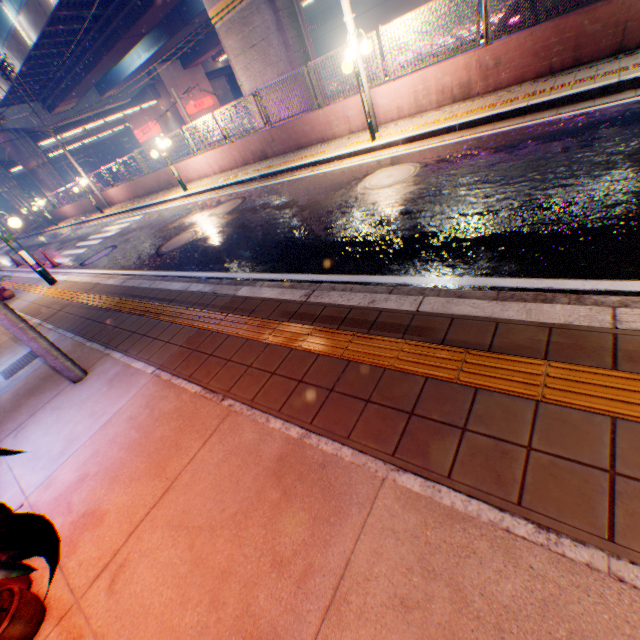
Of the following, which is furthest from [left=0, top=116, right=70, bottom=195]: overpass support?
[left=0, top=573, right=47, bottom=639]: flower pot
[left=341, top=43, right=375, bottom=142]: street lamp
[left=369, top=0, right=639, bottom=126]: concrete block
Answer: [left=0, top=573, right=47, bottom=639]: flower pot

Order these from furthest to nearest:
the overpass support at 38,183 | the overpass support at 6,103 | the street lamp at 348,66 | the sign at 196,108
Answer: the sign at 196,108, the overpass support at 38,183, the overpass support at 6,103, the street lamp at 348,66

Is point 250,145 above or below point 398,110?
above

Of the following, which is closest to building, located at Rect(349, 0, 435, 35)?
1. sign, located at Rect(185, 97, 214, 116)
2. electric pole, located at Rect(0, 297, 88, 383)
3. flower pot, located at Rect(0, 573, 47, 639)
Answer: sign, located at Rect(185, 97, 214, 116)

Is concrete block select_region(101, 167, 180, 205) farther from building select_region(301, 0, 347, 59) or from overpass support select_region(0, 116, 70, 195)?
building select_region(301, 0, 347, 59)

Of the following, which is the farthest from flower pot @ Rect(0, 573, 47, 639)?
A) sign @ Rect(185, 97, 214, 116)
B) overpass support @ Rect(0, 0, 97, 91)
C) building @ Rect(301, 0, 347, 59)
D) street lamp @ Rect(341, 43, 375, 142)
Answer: building @ Rect(301, 0, 347, 59)

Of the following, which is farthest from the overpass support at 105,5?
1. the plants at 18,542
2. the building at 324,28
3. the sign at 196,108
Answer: the plants at 18,542

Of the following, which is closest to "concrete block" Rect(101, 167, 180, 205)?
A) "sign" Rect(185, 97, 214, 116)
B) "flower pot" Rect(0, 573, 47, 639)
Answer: "flower pot" Rect(0, 573, 47, 639)
